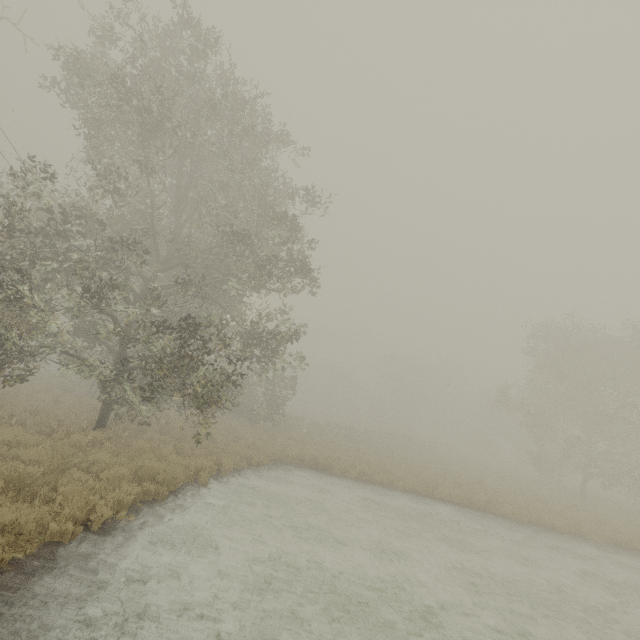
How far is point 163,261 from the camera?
14.5 meters
